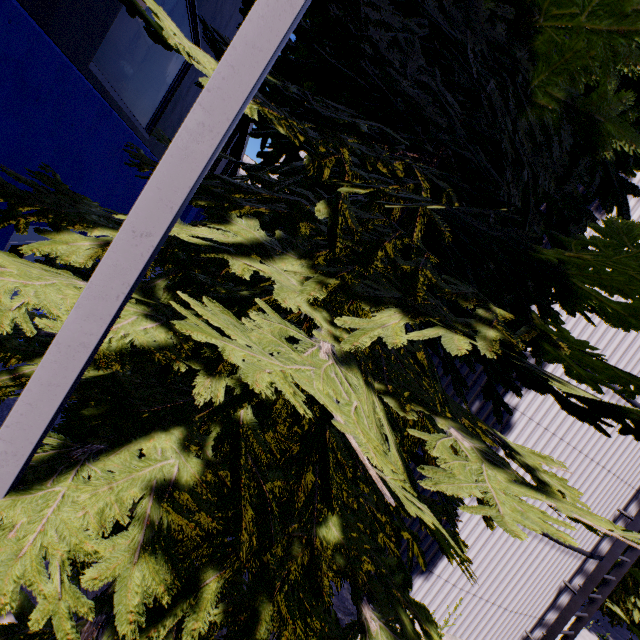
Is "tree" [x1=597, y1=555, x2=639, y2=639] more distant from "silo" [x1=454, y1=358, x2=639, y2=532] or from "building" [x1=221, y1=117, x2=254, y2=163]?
"building" [x1=221, y1=117, x2=254, y2=163]

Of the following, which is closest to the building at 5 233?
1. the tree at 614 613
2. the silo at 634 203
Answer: the silo at 634 203

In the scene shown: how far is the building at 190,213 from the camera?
20.0m

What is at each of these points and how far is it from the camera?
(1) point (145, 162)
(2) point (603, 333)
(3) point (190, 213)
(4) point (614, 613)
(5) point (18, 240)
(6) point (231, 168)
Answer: (1) tree, 4.9m
(2) silo, 5.9m
(3) building, 20.7m
(4) tree, 11.5m
(5) door, 5.7m
(6) building, 31.8m

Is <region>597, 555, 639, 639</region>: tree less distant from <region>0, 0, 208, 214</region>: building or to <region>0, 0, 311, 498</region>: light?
<region>0, 0, 311, 498</region>: light

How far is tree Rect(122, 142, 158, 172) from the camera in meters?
4.6 m

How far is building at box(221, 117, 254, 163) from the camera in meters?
18.5
